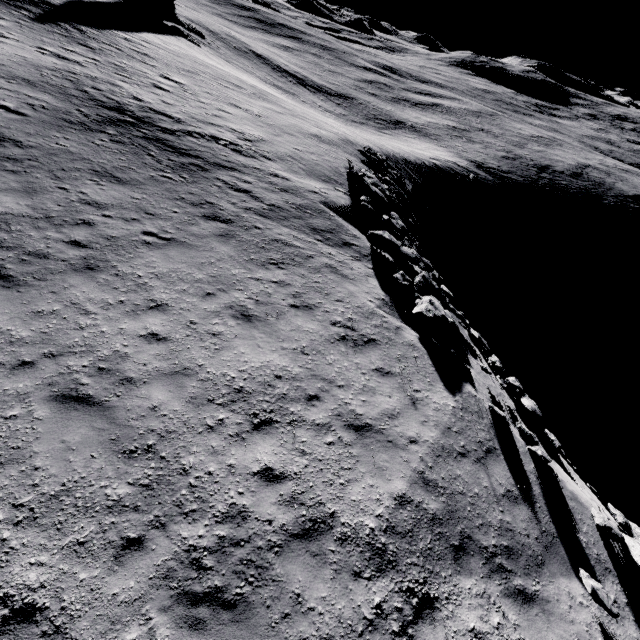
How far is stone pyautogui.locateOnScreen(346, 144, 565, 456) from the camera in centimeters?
1111cm

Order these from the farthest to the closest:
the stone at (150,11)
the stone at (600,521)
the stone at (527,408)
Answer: the stone at (150,11), the stone at (527,408), the stone at (600,521)

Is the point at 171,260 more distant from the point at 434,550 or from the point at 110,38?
the point at 110,38

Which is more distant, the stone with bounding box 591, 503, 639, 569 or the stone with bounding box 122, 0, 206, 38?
the stone with bounding box 122, 0, 206, 38

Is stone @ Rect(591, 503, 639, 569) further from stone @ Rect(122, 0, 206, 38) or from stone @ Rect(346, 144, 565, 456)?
stone @ Rect(122, 0, 206, 38)

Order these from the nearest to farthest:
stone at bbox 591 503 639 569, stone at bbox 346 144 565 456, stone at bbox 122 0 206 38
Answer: stone at bbox 591 503 639 569
stone at bbox 346 144 565 456
stone at bbox 122 0 206 38

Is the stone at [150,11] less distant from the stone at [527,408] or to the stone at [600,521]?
the stone at [527,408]

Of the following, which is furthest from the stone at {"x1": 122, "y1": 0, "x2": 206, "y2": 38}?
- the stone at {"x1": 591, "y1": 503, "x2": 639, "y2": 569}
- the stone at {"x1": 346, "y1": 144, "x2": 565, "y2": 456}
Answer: the stone at {"x1": 591, "y1": 503, "x2": 639, "y2": 569}
